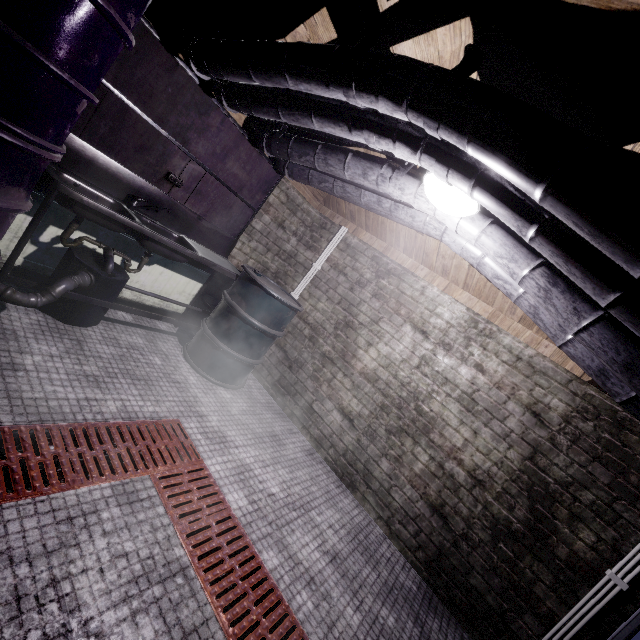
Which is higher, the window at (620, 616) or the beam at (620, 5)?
the beam at (620, 5)

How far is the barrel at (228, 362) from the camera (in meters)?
2.90

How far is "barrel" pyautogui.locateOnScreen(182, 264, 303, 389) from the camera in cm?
290

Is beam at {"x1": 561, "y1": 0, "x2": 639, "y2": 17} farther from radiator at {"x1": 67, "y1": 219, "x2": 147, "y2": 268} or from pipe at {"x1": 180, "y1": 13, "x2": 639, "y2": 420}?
radiator at {"x1": 67, "y1": 219, "x2": 147, "y2": 268}

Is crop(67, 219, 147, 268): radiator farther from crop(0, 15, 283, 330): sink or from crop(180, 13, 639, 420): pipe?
crop(180, 13, 639, 420): pipe

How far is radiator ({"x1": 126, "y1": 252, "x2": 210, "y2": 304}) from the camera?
2.9m

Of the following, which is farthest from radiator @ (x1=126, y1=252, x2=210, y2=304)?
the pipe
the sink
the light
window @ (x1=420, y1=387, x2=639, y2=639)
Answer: window @ (x1=420, y1=387, x2=639, y2=639)

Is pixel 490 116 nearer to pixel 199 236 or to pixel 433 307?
pixel 433 307
